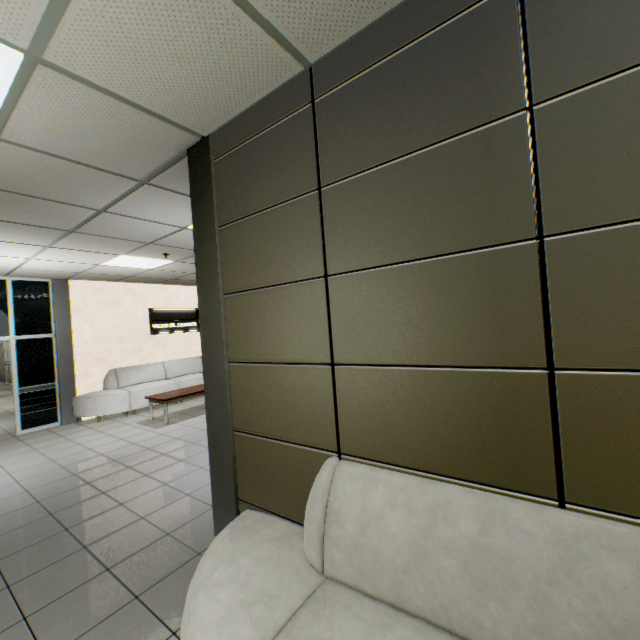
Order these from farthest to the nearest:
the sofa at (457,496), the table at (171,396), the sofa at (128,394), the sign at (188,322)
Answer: the sign at (188,322), the sofa at (128,394), the table at (171,396), the sofa at (457,496)

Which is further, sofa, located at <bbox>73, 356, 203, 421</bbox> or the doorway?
sofa, located at <bbox>73, 356, 203, 421</bbox>

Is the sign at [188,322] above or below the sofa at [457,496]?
above

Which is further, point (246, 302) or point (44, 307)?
point (44, 307)

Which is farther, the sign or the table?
the sign

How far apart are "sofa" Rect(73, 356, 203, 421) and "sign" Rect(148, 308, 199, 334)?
0.76m

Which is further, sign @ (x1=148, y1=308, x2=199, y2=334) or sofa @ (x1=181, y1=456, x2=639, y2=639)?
sign @ (x1=148, y1=308, x2=199, y2=334)

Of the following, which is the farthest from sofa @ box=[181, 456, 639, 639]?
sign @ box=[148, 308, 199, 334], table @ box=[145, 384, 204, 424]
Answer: sign @ box=[148, 308, 199, 334]
